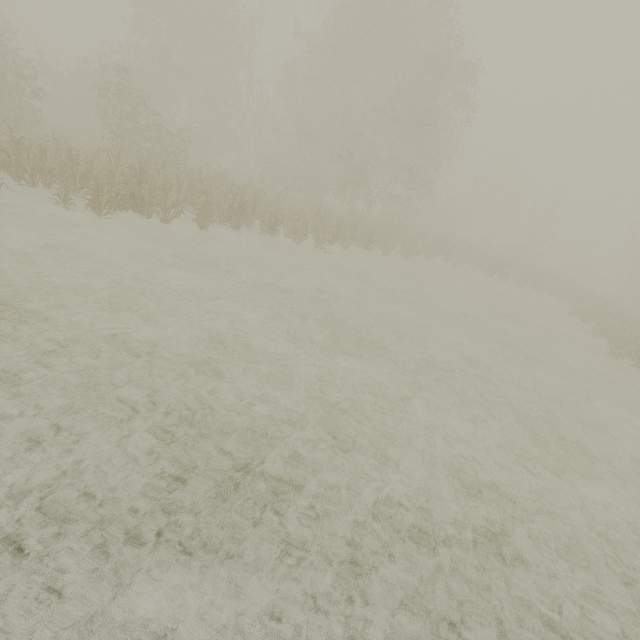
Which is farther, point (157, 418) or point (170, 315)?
point (170, 315)
